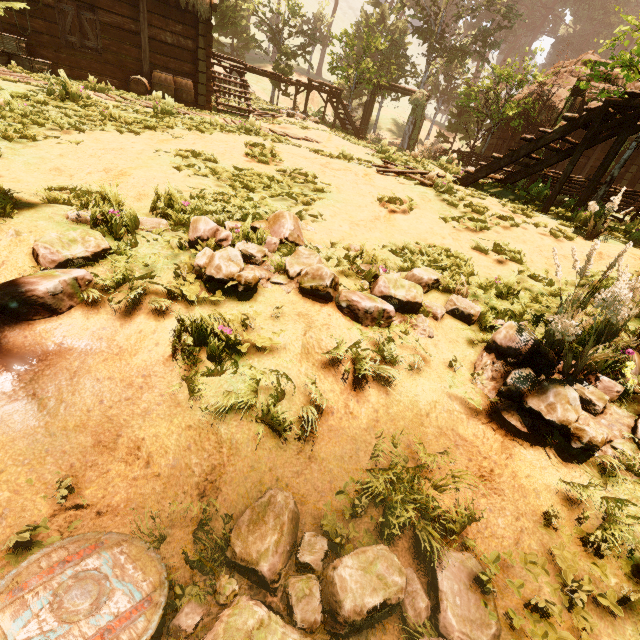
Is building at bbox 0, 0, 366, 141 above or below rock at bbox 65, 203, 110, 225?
above

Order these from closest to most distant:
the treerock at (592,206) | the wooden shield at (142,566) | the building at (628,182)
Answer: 1. the wooden shield at (142,566)
2. the treerock at (592,206)
3. the building at (628,182)

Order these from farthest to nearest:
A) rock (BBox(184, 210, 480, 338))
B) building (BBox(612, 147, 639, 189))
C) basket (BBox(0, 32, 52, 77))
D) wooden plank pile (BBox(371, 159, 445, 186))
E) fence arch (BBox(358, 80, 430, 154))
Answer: fence arch (BBox(358, 80, 430, 154)) → building (BBox(612, 147, 639, 189)) → basket (BBox(0, 32, 52, 77)) → wooden plank pile (BBox(371, 159, 445, 186)) → rock (BBox(184, 210, 480, 338))

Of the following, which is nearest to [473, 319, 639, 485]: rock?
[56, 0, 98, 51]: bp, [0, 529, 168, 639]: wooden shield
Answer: [0, 529, 168, 639]: wooden shield

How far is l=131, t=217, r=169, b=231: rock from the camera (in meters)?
3.59

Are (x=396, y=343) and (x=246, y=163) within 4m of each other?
no

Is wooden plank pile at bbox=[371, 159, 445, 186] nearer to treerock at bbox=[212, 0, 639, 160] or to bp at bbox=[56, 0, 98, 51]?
treerock at bbox=[212, 0, 639, 160]

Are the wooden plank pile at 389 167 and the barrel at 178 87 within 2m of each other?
no
